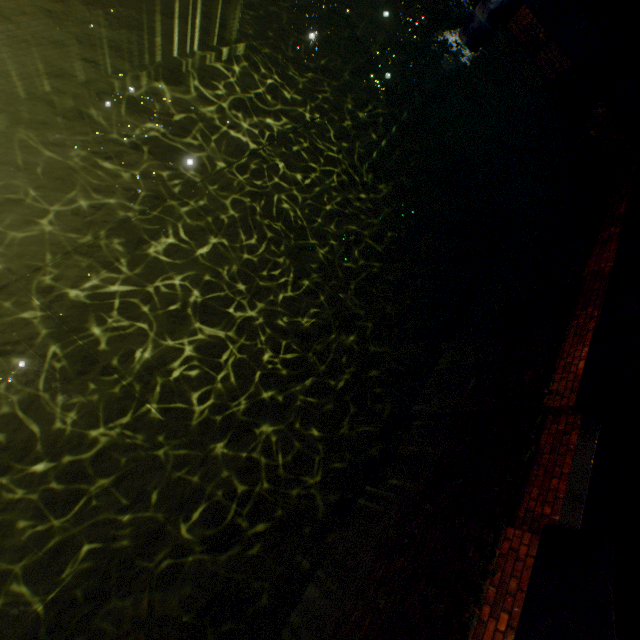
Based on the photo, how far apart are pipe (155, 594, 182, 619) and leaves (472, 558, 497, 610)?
2.9m

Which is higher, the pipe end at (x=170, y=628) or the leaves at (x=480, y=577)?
the leaves at (x=480, y=577)

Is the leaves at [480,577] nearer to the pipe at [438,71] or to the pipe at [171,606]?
the pipe at [171,606]

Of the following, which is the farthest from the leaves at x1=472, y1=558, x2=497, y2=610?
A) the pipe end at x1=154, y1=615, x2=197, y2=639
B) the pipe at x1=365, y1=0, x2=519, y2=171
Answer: the pipe at x1=365, y1=0, x2=519, y2=171

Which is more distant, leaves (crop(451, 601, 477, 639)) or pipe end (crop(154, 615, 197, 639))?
pipe end (crop(154, 615, 197, 639))

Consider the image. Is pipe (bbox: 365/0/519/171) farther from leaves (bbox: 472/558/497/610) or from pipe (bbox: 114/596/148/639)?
pipe (bbox: 114/596/148/639)

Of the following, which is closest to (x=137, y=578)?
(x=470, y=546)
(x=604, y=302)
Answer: (x=470, y=546)
